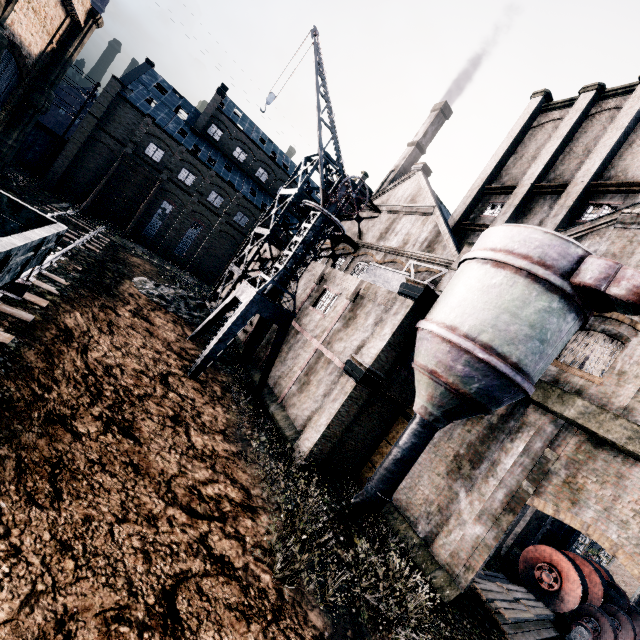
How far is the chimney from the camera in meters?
44.4

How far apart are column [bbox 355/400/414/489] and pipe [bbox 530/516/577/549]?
13.1m

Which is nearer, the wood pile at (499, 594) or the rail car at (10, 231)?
the rail car at (10, 231)

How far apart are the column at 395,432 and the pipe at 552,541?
13.07m

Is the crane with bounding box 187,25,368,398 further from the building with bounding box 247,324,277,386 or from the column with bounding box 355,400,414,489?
the column with bounding box 355,400,414,489

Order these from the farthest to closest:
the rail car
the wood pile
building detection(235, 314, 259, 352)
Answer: building detection(235, 314, 259, 352), the wood pile, the rail car

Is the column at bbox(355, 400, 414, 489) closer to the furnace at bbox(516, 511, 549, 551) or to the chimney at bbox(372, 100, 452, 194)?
the furnace at bbox(516, 511, 549, 551)

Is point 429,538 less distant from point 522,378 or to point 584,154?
point 522,378
